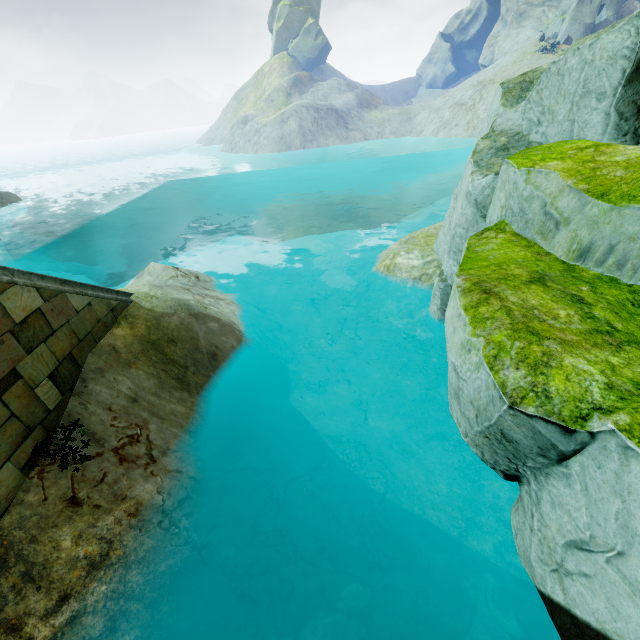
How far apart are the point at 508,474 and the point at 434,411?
2.83m

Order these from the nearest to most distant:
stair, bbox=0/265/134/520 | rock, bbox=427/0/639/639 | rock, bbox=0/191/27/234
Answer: rock, bbox=427/0/639/639 < stair, bbox=0/265/134/520 < rock, bbox=0/191/27/234

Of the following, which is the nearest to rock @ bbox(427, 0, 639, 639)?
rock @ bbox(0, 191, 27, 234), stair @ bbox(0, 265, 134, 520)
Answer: stair @ bbox(0, 265, 134, 520)

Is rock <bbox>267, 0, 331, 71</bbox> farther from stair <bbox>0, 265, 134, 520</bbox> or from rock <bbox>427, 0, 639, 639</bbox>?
stair <bbox>0, 265, 134, 520</bbox>

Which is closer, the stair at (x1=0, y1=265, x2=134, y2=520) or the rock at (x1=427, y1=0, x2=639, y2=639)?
the rock at (x1=427, y1=0, x2=639, y2=639)

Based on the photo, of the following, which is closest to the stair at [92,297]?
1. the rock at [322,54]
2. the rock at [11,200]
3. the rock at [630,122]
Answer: the rock at [630,122]

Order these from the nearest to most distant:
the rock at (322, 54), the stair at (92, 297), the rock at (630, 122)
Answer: the rock at (630, 122)
the stair at (92, 297)
the rock at (322, 54)

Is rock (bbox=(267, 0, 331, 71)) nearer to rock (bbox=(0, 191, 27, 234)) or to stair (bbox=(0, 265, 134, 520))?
rock (bbox=(0, 191, 27, 234))
